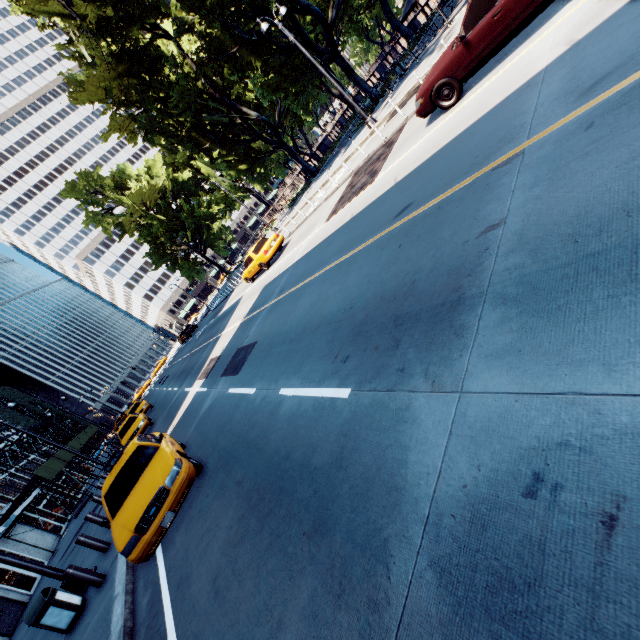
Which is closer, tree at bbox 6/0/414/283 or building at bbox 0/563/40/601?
building at bbox 0/563/40/601

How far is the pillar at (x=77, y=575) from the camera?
7.4 meters

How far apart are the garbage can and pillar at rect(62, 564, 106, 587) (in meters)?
0.46

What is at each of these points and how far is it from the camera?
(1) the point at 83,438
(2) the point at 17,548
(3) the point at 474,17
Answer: (1) scaffolding, 37.3m
(2) building, 20.3m
(3) vehicle, 6.8m

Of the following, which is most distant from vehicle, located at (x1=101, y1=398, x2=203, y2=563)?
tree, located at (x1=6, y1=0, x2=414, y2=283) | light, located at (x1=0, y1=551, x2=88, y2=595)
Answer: tree, located at (x1=6, y1=0, x2=414, y2=283)

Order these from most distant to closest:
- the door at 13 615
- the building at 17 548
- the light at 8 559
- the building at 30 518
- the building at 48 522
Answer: the building at 48 522
the building at 30 518
the building at 17 548
the door at 13 615
the light at 8 559

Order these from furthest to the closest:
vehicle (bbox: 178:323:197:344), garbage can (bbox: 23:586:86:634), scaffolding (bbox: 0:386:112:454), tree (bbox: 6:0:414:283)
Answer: vehicle (bbox: 178:323:197:344)
scaffolding (bbox: 0:386:112:454)
tree (bbox: 6:0:414:283)
garbage can (bbox: 23:586:86:634)

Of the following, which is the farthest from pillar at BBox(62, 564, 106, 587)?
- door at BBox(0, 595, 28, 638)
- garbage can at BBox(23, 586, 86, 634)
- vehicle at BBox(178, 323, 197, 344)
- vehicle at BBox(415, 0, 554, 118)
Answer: vehicle at BBox(178, 323, 197, 344)
